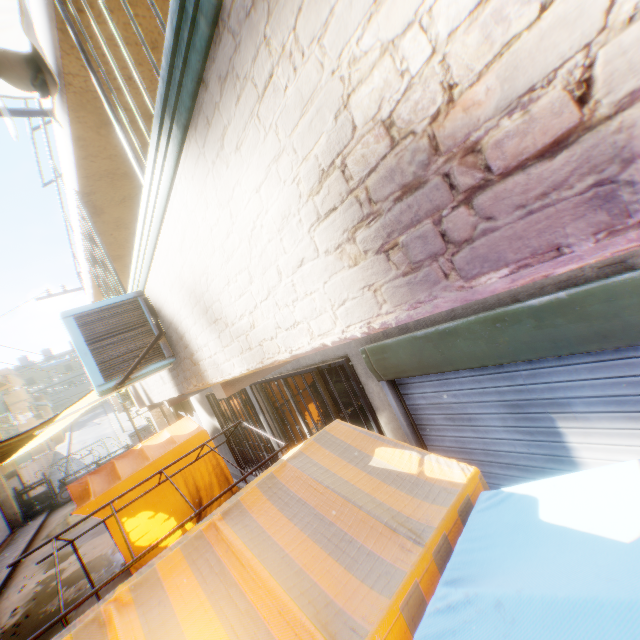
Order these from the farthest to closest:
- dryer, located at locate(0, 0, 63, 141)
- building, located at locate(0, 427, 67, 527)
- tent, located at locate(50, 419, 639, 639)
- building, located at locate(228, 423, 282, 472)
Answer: building, located at locate(0, 427, 67, 527), building, located at locate(228, 423, 282, 472), dryer, located at locate(0, 0, 63, 141), tent, located at locate(50, 419, 639, 639)

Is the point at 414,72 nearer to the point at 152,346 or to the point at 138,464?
the point at 152,346

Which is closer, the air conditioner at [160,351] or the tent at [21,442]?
A: the air conditioner at [160,351]

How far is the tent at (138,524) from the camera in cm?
739

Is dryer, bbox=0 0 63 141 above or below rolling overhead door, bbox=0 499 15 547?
above

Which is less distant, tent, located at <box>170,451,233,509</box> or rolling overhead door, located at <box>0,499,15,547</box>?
tent, located at <box>170,451,233,509</box>

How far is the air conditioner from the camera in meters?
2.9 m

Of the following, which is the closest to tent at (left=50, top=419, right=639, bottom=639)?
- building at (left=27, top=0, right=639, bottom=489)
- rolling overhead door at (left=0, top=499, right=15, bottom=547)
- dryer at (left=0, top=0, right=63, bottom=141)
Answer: building at (left=27, top=0, right=639, bottom=489)
